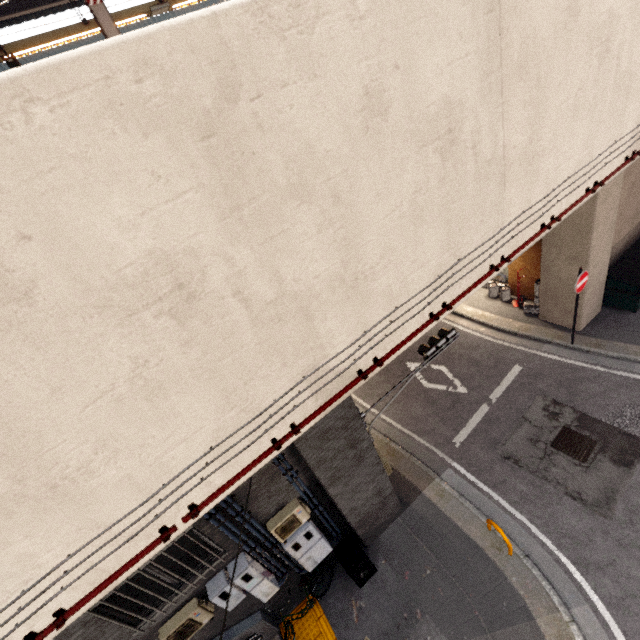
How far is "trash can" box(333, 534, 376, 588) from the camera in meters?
7.2

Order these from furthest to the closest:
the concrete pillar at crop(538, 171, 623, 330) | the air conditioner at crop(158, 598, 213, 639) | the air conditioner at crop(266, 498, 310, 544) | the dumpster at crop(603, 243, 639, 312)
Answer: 1. the dumpster at crop(603, 243, 639, 312)
2. the concrete pillar at crop(538, 171, 623, 330)
3. the air conditioner at crop(266, 498, 310, 544)
4. the air conditioner at crop(158, 598, 213, 639)

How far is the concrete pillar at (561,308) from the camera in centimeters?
896cm

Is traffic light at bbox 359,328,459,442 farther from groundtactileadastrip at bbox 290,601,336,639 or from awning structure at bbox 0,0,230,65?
awning structure at bbox 0,0,230,65

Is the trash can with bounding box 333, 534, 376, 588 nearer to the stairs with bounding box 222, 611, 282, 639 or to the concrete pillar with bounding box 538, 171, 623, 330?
the concrete pillar with bounding box 538, 171, 623, 330

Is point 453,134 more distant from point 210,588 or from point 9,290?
point 210,588

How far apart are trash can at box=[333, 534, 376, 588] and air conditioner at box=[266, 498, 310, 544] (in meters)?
Answer: 1.52

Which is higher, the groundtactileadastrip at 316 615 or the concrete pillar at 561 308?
the concrete pillar at 561 308
